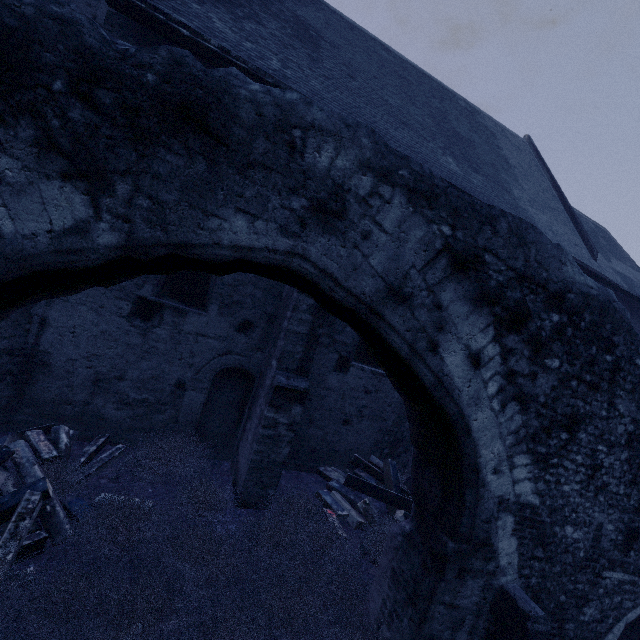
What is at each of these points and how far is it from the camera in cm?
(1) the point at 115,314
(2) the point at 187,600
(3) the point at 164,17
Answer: (1) building, 571
(2) instancedfoliageactor, 318
(3) building, 495

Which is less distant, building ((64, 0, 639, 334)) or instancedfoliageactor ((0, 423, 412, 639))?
instancedfoliageactor ((0, 423, 412, 639))

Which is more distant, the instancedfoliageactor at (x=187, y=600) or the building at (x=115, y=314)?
the building at (x=115, y=314)

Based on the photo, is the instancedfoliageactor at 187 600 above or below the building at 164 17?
below

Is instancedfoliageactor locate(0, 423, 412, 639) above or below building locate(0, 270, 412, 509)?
below

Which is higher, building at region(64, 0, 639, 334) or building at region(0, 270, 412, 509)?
building at region(64, 0, 639, 334)
